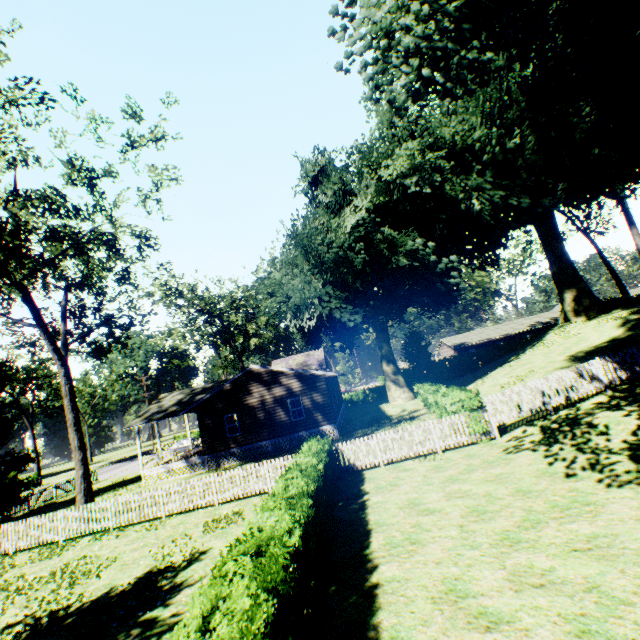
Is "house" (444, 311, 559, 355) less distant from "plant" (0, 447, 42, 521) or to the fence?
"plant" (0, 447, 42, 521)

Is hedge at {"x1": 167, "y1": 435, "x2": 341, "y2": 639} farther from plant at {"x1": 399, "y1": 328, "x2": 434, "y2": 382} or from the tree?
the tree

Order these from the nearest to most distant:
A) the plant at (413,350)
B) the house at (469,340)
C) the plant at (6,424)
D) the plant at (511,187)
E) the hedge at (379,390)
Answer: the plant at (511,187) < the plant at (6,424) < the plant at (413,350) < the hedge at (379,390) < the house at (469,340)

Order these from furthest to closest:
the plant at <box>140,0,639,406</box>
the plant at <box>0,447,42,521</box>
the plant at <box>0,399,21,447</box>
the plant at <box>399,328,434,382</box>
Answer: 1. the plant at <box>399,328,434,382</box>
2. the plant at <box>0,399,21,447</box>
3. the plant at <box>0,447,42,521</box>
4. the plant at <box>140,0,639,406</box>

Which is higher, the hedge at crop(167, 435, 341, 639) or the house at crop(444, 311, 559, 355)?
the house at crop(444, 311, 559, 355)

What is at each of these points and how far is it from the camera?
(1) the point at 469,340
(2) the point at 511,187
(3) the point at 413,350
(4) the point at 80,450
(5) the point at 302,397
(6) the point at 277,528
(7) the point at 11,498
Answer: (1) house, 56.81m
(2) plant, 24.00m
(3) plant, 46.34m
(4) tree, 16.78m
(5) house, 23.91m
(6) hedge, 5.85m
(7) plant, 22.55m

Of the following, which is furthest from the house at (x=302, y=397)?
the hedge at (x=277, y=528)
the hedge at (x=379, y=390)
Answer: the hedge at (x=277, y=528)

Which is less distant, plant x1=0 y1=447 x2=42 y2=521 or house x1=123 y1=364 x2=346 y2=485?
plant x1=0 y1=447 x2=42 y2=521
